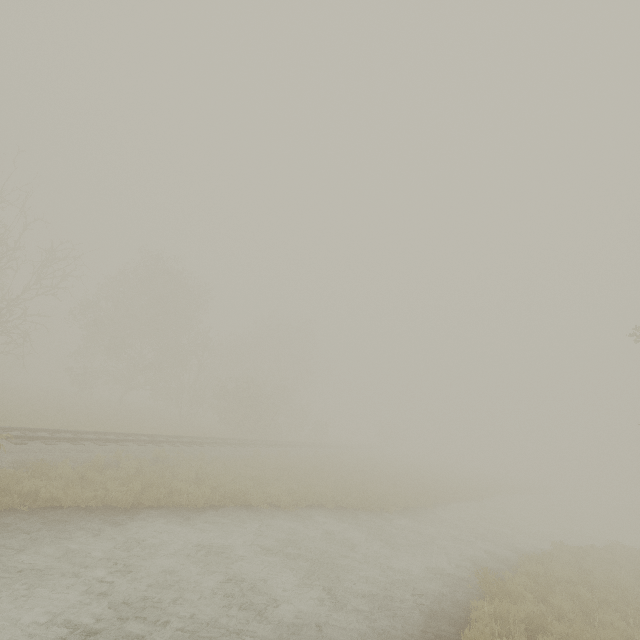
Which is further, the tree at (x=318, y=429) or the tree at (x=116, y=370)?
the tree at (x=318, y=429)

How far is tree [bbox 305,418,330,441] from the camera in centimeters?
4338cm

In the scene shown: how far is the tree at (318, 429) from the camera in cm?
4338

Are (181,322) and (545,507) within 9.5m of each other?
no

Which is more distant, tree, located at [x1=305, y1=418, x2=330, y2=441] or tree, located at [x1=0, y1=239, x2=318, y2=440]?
tree, located at [x1=305, y1=418, x2=330, y2=441]
